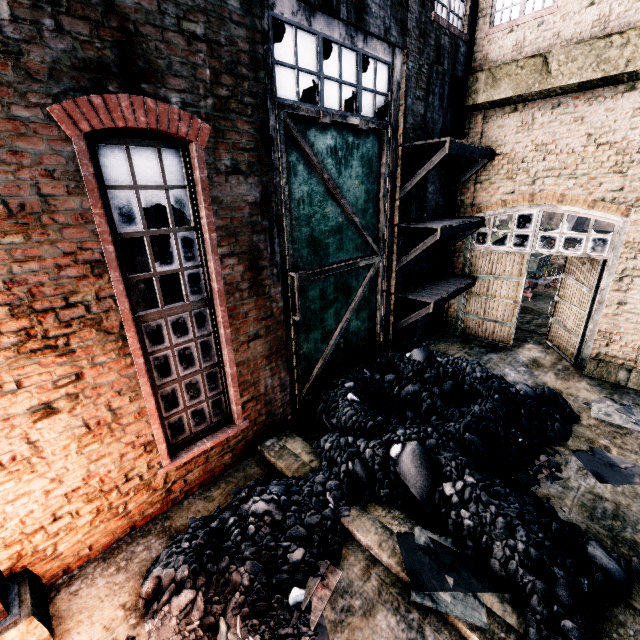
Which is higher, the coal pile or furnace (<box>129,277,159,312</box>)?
furnace (<box>129,277,159,312</box>)

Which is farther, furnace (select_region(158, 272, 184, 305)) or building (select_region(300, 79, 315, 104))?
building (select_region(300, 79, 315, 104))

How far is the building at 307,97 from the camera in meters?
8.7

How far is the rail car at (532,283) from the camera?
17.5m

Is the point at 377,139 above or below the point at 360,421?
above

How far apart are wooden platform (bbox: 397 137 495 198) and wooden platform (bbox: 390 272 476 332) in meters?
2.8

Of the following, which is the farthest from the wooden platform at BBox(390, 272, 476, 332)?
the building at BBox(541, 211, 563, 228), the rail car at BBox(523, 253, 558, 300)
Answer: the building at BBox(541, 211, 563, 228)

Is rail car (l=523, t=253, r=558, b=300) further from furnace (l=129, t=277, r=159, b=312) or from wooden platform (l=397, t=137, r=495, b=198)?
furnace (l=129, t=277, r=159, b=312)
